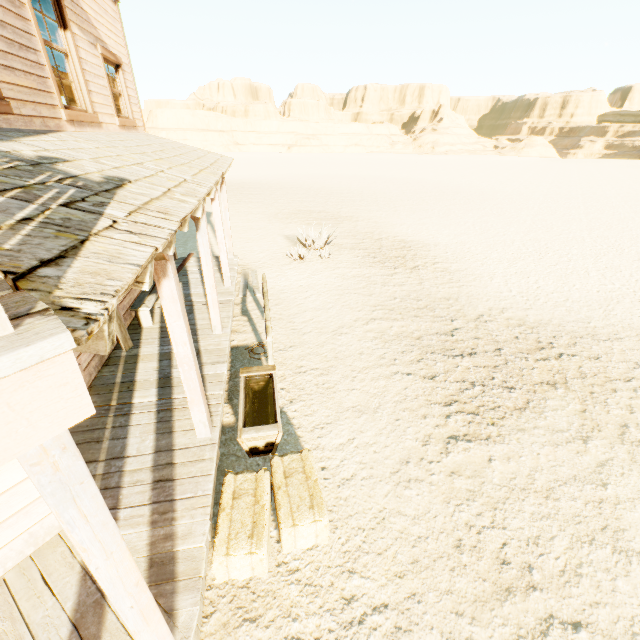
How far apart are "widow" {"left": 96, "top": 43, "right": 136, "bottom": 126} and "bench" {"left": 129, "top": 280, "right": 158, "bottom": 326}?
3.3m

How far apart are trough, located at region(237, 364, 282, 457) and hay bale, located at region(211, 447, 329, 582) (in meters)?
0.21

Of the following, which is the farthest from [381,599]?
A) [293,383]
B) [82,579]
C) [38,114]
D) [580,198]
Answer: [580,198]

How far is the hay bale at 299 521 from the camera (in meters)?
3.10

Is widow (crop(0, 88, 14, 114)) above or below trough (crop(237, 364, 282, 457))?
above

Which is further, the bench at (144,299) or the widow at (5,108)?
the bench at (144,299)

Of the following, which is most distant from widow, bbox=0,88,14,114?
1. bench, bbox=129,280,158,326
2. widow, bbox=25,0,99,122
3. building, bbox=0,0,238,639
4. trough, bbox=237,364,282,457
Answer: trough, bbox=237,364,282,457

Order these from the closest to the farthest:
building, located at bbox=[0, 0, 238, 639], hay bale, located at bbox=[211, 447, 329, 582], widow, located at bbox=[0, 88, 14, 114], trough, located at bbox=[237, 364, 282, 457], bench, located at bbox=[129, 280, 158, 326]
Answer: building, located at bbox=[0, 0, 238, 639], hay bale, located at bbox=[211, 447, 329, 582], widow, located at bbox=[0, 88, 14, 114], trough, located at bbox=[237, 364, 282, 457], bench, located at bbox=[129, 280, 158, 326]
